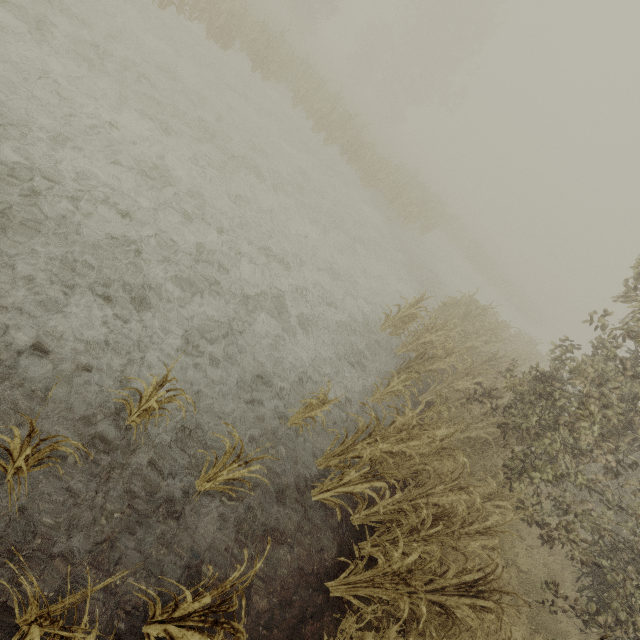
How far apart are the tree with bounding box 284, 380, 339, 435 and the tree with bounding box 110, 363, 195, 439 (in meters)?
1.85

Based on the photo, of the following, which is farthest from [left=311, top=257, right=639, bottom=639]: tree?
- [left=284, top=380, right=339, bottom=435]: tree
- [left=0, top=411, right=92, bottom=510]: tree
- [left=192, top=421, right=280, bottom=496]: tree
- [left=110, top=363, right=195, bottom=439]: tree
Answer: [left=0, top=411, right=92, bottom=510]: tree

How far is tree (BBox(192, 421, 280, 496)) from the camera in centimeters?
320cm

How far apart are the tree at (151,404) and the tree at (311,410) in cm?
185

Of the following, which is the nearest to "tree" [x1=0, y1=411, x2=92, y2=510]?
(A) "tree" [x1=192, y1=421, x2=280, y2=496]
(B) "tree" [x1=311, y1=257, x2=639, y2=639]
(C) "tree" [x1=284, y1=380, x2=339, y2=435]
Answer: (A) "tree" [x1=192, y1=421, x2=280, y2=496]

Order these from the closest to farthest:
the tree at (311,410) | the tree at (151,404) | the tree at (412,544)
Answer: the tree at (151,404), the tree at (412,544), the tree at (311,410)

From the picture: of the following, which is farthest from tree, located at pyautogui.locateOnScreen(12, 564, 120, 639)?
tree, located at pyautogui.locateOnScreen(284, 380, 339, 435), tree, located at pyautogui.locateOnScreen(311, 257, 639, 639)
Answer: tree, located at pyautogui.locateOnScreen(311, 257, 639, 639)

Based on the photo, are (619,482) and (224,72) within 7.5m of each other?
no
